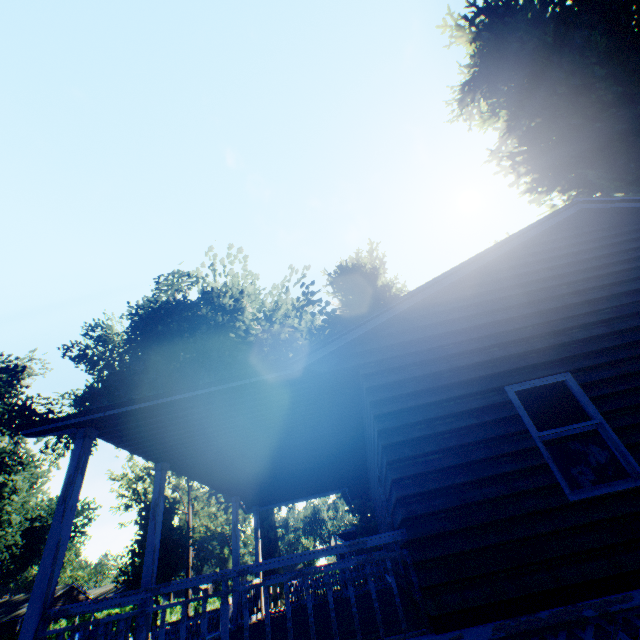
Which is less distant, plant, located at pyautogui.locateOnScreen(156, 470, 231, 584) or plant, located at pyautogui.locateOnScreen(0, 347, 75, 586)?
plant, located at pyautogui.locateOnScreen(156, 470, 231, 584)

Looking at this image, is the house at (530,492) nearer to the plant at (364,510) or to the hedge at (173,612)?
the plant at (364,510)

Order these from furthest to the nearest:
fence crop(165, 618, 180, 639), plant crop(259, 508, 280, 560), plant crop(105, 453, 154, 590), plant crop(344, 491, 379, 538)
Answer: plant crop(259, 508, 280, 560) → plant crop(105, 453, 154, 590) → fence crop(165, 618, 180, 639) → plant crop(344, 491, 379, 538)

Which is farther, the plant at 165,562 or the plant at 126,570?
the plant at 165,562

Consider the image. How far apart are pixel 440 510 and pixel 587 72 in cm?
1600

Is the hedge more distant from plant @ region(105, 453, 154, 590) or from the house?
the house

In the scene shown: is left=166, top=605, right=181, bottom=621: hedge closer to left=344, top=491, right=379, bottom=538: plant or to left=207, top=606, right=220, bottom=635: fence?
left=344, top=491, right=379, bottom=538: plant
